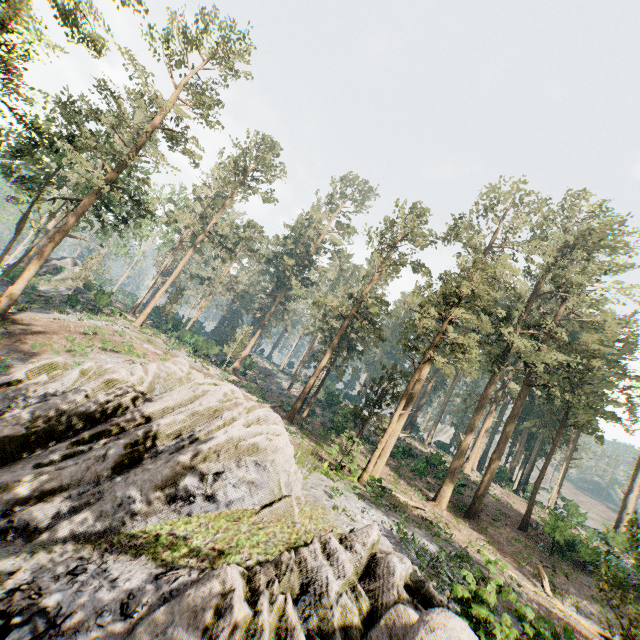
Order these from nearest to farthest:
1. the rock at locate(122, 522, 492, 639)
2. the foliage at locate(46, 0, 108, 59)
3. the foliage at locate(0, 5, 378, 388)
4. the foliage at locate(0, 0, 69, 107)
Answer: the rock at locate(122, 522, 492, 639) → the foliage at locate(0, 0, 69, 107) → the foliage at locate(46, 0, 108, 59) → the foliage at locate(0, 5, 378, 388)

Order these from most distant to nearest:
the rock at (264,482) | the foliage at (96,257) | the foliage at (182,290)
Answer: the foliage at (182,290), the foliage at (96,257), the rock at (264,482)

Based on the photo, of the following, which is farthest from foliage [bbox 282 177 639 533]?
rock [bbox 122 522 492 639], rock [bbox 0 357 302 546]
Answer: rock [bbox 122 522 492 639]

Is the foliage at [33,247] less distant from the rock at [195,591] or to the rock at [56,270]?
the rock at [56,270]

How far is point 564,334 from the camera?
26.97m

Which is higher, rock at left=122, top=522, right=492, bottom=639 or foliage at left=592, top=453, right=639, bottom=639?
foliage at left=592, top=453, right=639, bottom=639

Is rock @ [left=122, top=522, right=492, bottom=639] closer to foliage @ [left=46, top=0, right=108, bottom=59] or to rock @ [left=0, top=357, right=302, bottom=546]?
rock @ [left=0, top=357, right=302, bottom=546]

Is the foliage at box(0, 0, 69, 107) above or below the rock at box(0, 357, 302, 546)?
above
